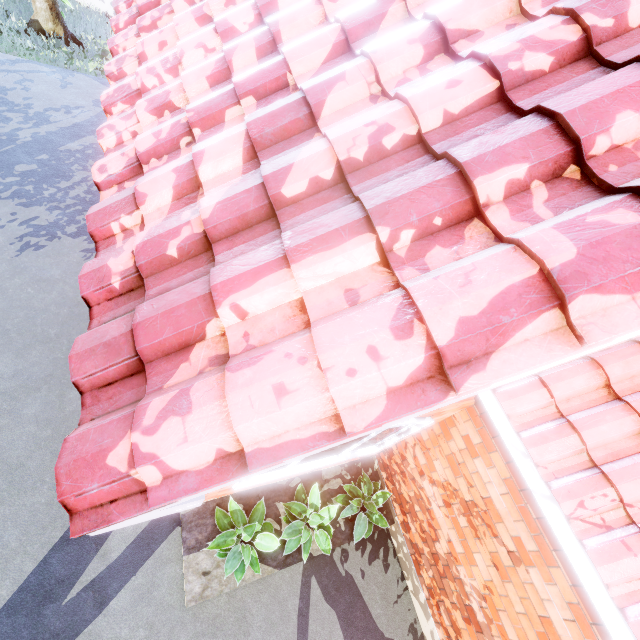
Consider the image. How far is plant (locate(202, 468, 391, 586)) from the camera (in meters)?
3.77

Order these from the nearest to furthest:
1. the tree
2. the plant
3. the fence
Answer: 1. the plant
2. the tree
3. the fence

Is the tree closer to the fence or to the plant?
the fence

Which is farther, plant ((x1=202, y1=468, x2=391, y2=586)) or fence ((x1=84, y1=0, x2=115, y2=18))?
fence ((x1=84, y1=0, x2=115, y2=18))

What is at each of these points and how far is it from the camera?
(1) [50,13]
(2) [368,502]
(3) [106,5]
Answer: (1) tree, 9.03m
(2) plant, 4.64m
(3) fence, 11.24m

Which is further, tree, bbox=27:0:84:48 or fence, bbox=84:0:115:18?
fence, bbox=84:0:115:18

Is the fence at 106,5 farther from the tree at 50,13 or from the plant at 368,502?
the plant at 368,502

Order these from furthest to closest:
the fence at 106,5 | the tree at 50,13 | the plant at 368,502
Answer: the fence at 106,5
the tree at 50,13
the plant at 368,502
